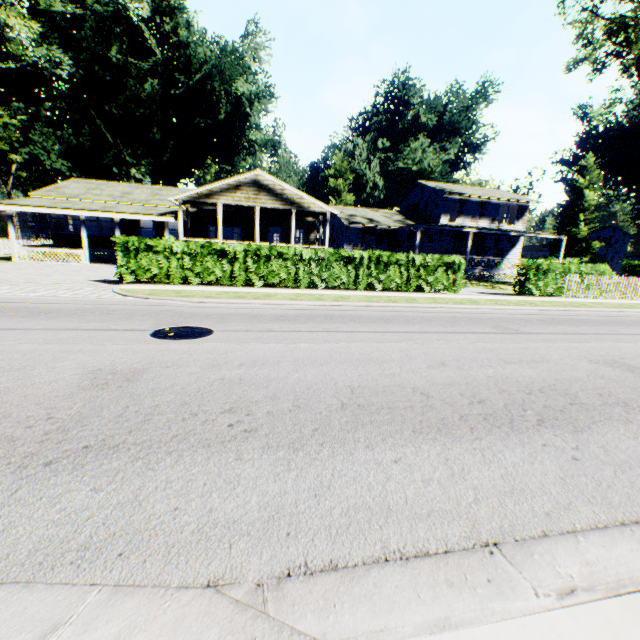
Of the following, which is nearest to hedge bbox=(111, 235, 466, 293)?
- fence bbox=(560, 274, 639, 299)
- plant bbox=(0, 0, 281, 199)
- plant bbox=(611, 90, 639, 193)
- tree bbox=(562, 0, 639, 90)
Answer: fence bbox=(560, 274, 639, 299)

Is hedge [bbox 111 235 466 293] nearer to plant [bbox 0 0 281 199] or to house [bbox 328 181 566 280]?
house [bbox 328 181 566 280]

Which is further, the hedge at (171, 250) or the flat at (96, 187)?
the flat at (96, 187)

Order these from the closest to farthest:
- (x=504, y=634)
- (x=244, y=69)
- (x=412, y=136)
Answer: (x=504, y=634) → (x=244, y=69) → (x=412, y=136)

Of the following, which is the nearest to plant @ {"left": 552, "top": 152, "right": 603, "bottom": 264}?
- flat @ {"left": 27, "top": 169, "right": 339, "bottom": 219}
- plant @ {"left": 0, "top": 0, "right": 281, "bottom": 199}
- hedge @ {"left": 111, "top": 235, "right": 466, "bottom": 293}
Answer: plant @ {"left": 0, "top": 0, "right": 281, "bottom": 199}

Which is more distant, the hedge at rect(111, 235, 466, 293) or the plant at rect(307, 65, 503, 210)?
the plant at rect(307, 65, 503, 210)

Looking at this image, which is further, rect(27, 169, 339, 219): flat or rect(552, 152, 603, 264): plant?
rect(552, 152, 603, 264): plant

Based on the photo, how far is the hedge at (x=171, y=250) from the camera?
12.2m
